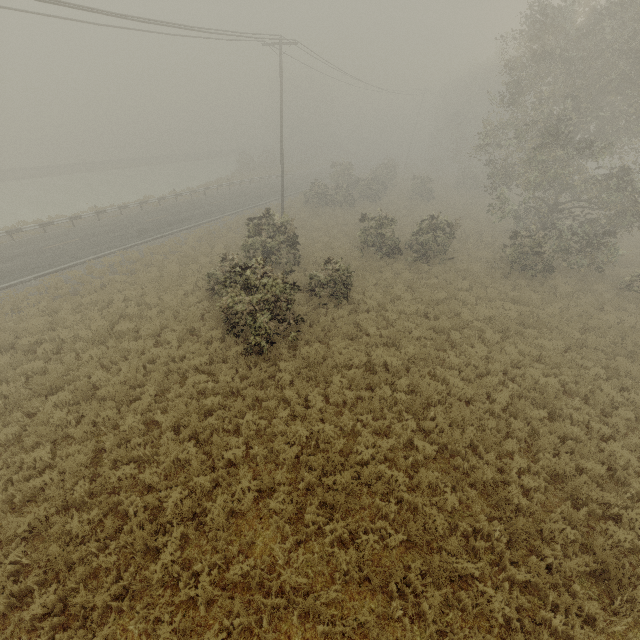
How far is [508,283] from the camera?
17.34m
